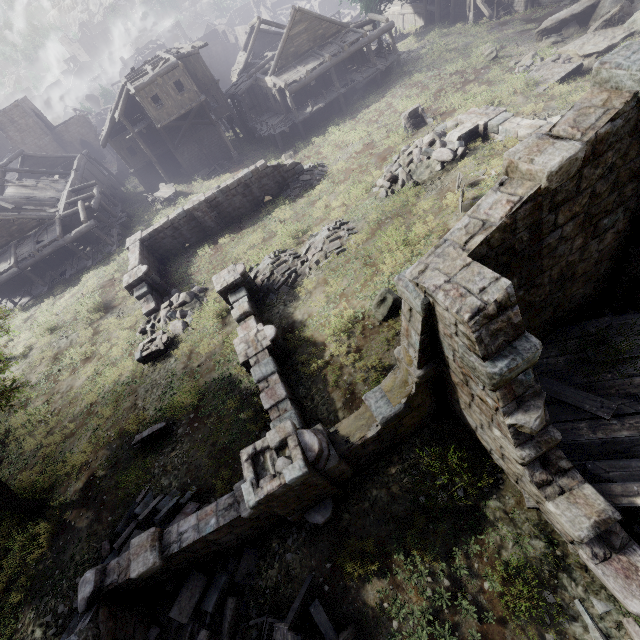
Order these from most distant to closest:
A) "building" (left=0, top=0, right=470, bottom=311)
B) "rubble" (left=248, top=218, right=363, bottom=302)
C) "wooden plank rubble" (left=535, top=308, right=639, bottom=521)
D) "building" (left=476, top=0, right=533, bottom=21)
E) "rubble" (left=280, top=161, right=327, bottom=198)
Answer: "building" (left=476, top=0, right=533, bottom=21)
"building" (left=0, top=0, right=470, bottom=311)
"rubble" (left=280, top=161, right=327, bottom=198)
"rubble" (left=248, top=218, right=363, bottom=302)
"wooden plank rubble" (left=535, top=308, right=639, bottom=521)

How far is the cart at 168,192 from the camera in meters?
30.3

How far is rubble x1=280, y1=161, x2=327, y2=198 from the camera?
22.5m

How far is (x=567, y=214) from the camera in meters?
5.1 m

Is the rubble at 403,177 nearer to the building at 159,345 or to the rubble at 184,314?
the building at 159,345

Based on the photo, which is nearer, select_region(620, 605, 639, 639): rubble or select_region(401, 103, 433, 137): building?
select_region(620, 605, 639, 639): rubble

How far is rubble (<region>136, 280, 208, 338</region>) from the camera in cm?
1631

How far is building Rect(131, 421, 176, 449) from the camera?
11.6 meters
